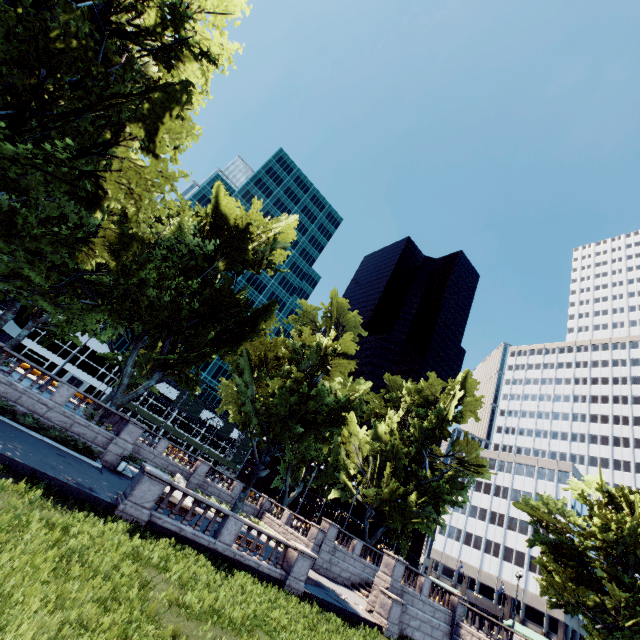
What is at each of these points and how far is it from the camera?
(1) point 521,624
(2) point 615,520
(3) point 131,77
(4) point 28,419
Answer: (1) building, 54.16m
(2) tree, 26.67m
(3) tree, 15.71m
(4) bush, 18.91m

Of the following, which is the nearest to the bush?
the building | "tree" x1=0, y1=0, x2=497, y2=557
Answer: "tree" x1=0, y1=0, x2=497, y2=557

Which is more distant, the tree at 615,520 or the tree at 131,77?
the tree at 615,520

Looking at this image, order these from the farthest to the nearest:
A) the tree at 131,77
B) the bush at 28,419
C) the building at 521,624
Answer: the building at 521,624
the bush at 28,419
the tree at 131,77

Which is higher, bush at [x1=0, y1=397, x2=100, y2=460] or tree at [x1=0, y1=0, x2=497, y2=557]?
tree at [x1=0, y1=0, x2=497, y2=557]

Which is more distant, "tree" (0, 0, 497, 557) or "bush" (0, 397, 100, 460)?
"bush" (0, 397, 100, 460)

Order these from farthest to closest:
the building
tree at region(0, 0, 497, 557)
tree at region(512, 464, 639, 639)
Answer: the building < tree at region(512, 464, 639, 639) < tree at region(0, 0, 497, 557)
